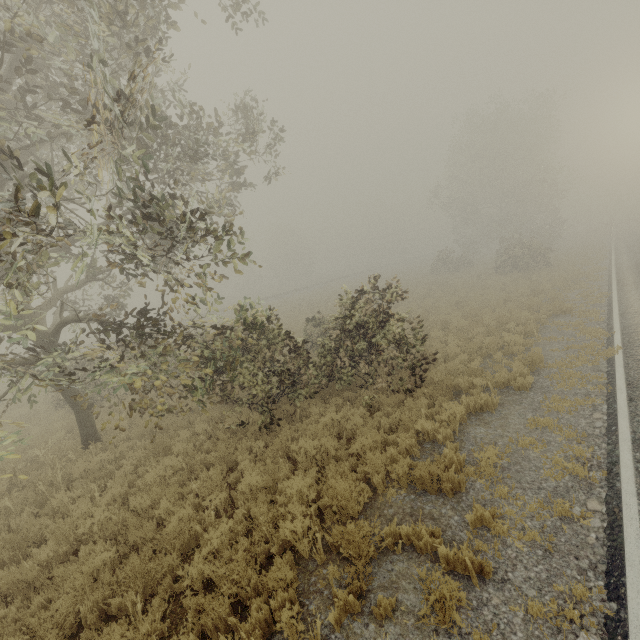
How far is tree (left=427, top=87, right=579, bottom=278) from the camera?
32.7m

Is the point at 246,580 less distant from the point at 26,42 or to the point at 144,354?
the point at 144,354

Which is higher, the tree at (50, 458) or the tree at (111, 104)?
the tree at (111, 104)

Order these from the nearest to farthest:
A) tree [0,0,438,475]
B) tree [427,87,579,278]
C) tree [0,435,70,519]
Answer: tree [0,0,438,475]
tree [0,435,70,519]
tree [427,87,579,278]

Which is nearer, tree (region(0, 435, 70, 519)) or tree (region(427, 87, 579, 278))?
tree (region(0, 435, 70, 519))

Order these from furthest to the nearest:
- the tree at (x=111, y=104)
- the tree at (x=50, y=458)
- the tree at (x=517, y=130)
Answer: the tree at (x=517, y=130)
the tree at (x=50, y=458)
the tree at (x=111, y=104)

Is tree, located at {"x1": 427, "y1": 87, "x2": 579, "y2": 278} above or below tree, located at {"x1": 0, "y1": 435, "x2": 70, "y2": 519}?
above
